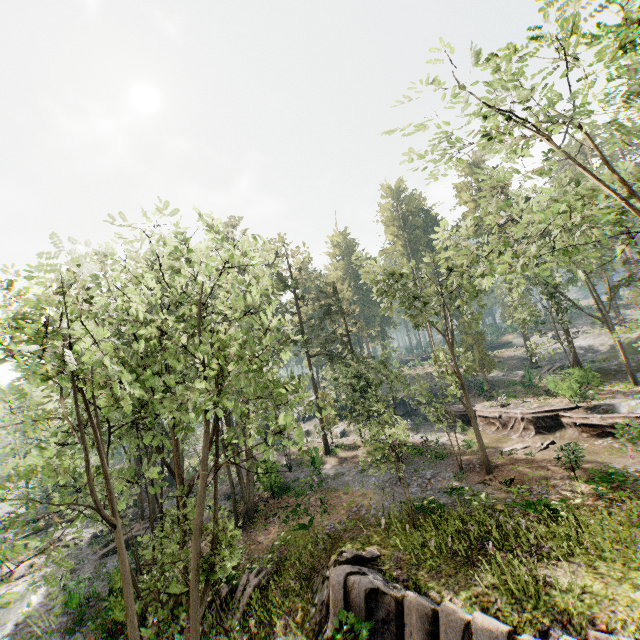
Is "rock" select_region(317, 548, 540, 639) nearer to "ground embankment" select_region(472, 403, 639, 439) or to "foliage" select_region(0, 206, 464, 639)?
"foliage" select_region(0, 206, 464, 639)

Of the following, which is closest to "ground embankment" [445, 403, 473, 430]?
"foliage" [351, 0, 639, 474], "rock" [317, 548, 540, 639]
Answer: "foliage" [351, 0, 639, 474]

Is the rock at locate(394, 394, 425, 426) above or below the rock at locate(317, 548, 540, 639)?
above

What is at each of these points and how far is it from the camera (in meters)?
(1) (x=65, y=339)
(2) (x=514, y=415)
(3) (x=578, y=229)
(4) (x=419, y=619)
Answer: (1) foliage, 7.86
(2) ground embankment, 27.61
(3) foliage, 12.52
(4) rock, 9.50

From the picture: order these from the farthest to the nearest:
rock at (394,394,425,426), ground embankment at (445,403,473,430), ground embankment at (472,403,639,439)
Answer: rock at (394,394,425,426) < ground embankment at (445,403,473,430) < ground embankment at (472,403,639,439)

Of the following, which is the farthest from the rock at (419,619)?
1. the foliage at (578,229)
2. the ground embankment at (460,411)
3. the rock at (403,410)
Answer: the rock at (403,410)

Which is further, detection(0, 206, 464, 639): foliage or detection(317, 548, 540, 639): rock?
detection(317, 548, 540, 639): rock

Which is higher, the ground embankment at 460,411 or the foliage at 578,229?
the foliage at 578,229
